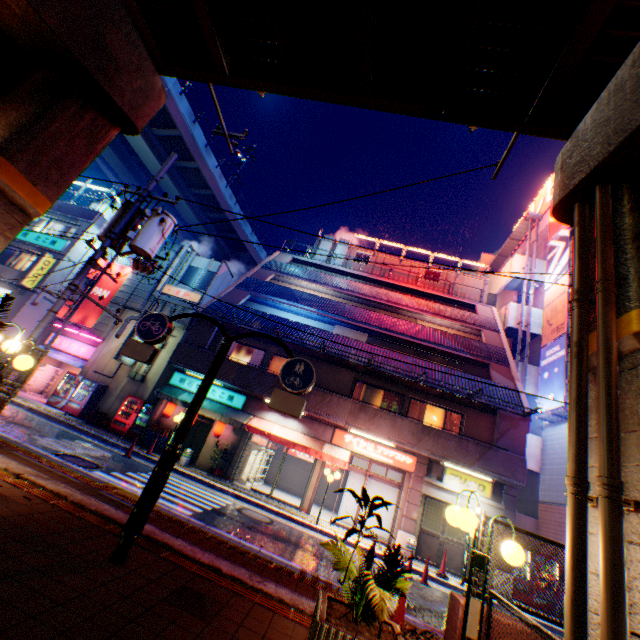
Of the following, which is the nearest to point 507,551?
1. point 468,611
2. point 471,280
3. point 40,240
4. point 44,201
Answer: point 468,611

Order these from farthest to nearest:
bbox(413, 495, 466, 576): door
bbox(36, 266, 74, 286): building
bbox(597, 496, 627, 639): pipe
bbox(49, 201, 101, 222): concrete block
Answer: bbox(49, 201, 101, 222): concrete block, bbox(36, 266, 74, 286): building, bbox(413, 495, 466, 576): door, bbox(597, 496, 627, 639): pipe

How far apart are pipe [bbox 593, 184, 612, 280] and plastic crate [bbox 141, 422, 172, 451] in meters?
17.2

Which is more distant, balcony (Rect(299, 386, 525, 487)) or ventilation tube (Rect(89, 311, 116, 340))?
ventilation tube (Rect(89, 311, 116, 340))

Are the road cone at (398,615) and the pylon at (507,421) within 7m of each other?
no

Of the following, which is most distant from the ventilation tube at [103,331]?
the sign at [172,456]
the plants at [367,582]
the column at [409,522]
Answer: the plants at [367,582]

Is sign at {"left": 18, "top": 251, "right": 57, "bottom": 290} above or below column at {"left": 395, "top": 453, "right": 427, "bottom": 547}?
above

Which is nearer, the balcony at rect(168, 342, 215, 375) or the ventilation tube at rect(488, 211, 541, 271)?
the balcony at rect(168, 342, 215, 375)
